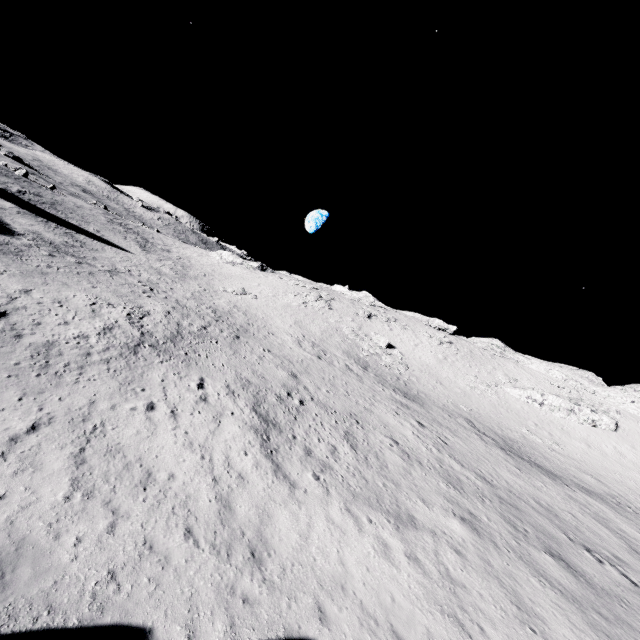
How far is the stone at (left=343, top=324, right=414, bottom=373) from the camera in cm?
4003

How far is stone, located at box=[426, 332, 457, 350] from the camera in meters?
50.9 m

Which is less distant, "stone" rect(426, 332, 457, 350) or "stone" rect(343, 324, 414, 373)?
"stone" rect(343, 324, 414, 373)

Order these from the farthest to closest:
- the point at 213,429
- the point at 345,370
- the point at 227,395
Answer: the point at 345,370, the point at 227,395, the point at 213,429

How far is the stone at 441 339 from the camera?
50.9 meters

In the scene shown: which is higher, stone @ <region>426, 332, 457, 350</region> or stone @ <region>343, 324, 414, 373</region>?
stone @ <region>426, 332, 457, 350</region>

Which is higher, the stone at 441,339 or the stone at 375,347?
the stone at 441,339
